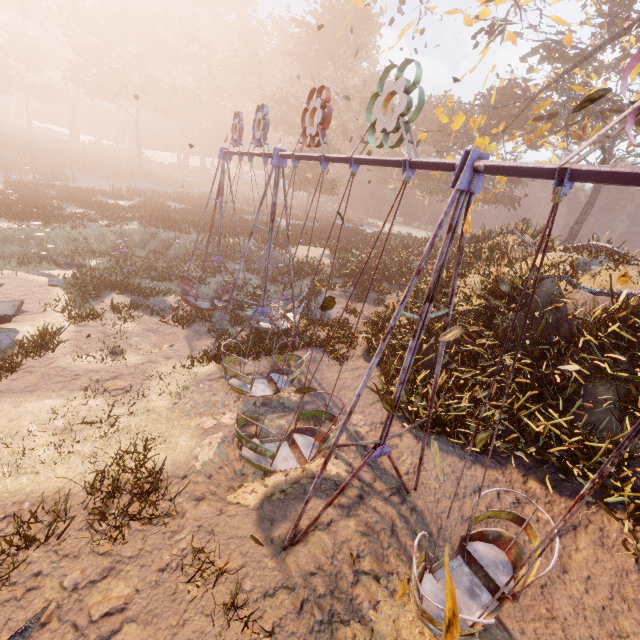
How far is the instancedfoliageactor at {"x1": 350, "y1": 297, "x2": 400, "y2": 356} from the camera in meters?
12.0

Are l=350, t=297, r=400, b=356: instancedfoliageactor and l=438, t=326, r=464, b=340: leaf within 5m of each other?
no

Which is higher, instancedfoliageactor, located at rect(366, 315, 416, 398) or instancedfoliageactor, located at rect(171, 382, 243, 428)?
instancedfoliageactor, located at rect(366, 315, 416, 398)

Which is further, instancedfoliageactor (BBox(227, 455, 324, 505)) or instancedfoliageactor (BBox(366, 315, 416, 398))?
instancedfoliageactor (BBox(366, 315, 416, 398))

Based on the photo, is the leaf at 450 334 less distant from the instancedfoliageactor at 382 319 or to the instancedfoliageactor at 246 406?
the instancedfoliageactor at 246 406

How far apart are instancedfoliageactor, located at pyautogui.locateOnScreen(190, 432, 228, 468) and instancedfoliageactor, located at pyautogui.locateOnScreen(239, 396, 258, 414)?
0.38m

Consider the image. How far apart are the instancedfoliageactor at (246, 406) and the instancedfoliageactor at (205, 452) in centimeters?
38cm

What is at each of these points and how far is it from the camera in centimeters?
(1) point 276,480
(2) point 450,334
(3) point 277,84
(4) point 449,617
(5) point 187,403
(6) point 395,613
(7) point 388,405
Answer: (1) instancedfoliageactor, 700cm
(2) leaf, 436cm
(3) instancedfoliageactor, 4481cm
(4) leaf, 120cm
(5) instancedfoliageactor, 825cm
(6) instancedfoliageactor, 509cm
(7) leaf, 426cm
